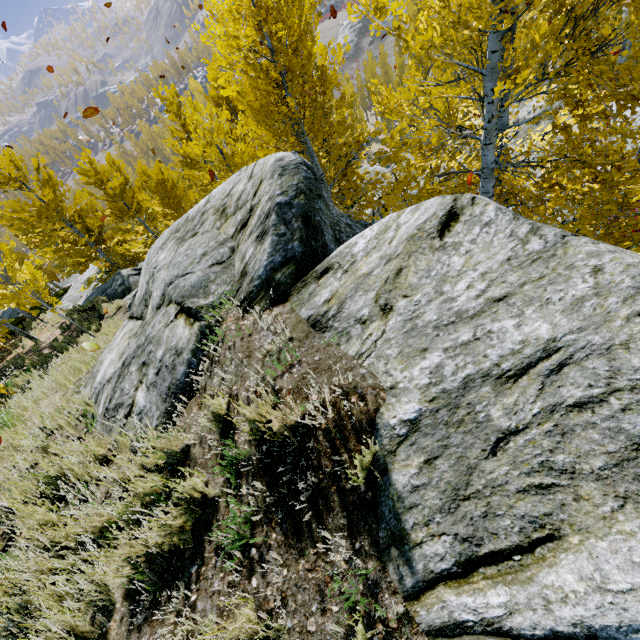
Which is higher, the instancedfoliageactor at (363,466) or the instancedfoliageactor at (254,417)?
the instancedfoliageactor at (363,466)

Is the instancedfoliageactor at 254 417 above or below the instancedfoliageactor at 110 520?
above

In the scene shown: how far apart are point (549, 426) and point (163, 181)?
15.17m

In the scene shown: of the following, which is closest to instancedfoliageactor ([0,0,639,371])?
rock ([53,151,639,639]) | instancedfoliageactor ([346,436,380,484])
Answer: rock ([53,151,639,639])

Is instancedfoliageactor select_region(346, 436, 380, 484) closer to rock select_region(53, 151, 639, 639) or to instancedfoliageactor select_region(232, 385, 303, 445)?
rock select_region(53, 151, 639, 639)
